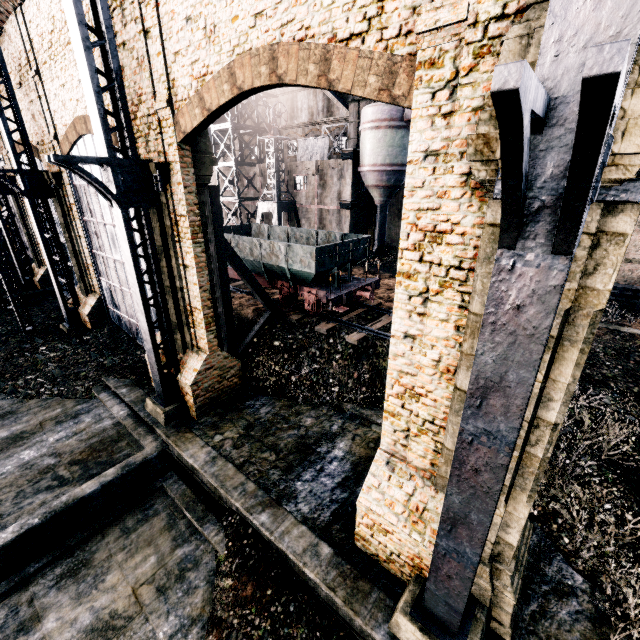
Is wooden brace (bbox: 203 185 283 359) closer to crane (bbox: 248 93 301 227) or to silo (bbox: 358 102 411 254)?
crane (bbox: 248 93 301 227)

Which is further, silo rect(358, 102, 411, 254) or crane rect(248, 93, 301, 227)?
crane rect(248, 93, 301, 227)

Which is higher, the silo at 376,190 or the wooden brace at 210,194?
the silo at 376,190

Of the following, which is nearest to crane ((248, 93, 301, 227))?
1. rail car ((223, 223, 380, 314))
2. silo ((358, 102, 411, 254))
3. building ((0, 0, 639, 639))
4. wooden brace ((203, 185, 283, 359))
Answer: silo ((358, 102, 411, 254))

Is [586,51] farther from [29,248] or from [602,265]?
[29,248]

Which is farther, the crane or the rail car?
the crane

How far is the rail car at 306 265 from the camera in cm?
1602
